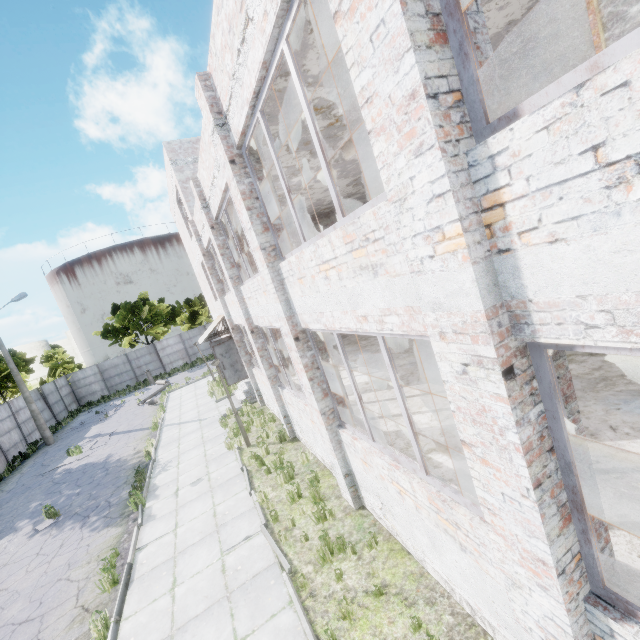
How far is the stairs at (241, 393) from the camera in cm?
1627

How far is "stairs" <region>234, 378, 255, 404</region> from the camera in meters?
16.3

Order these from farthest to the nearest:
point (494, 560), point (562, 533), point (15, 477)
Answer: point (15, 477), point (494, 560), point (562, 533)
